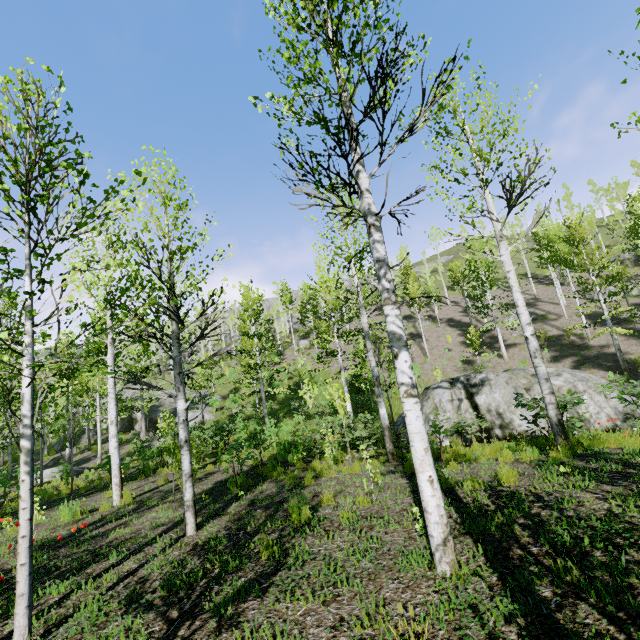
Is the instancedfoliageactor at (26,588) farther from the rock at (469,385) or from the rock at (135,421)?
the rock at (469,385)

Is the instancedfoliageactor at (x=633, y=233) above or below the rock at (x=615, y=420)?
above

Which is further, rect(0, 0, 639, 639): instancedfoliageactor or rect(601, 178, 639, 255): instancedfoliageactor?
rect(601, 178, 639, 255): instancedfoliageactor

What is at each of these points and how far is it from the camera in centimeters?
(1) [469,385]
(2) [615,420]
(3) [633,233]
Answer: (1) rock, 1420cm
(2) rock, 826cm
(3) instancedfoliageactor, 2820cm

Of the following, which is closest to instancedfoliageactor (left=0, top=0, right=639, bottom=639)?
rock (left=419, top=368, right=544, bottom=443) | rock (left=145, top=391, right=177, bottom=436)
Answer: rock (left=145, top=391, right=177, bottom=436)

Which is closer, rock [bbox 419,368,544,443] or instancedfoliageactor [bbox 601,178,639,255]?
rock [bbox 419,368,544,443]
